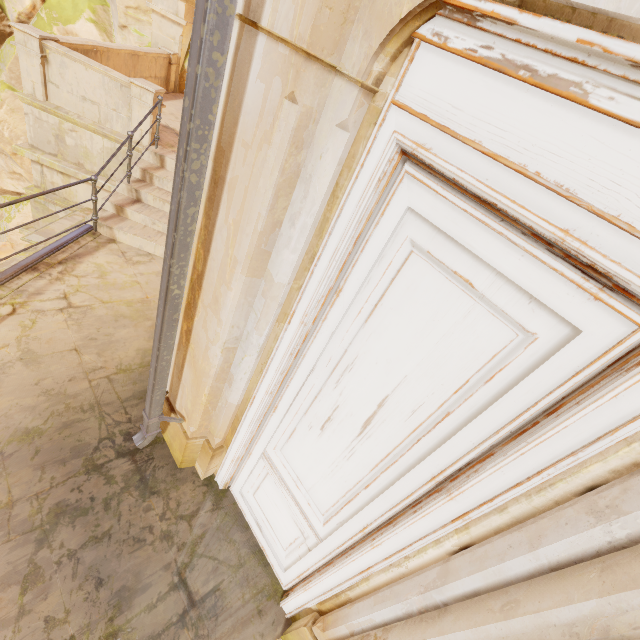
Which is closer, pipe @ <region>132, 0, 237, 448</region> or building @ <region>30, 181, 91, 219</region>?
pipe @ <region>132, 0, 237, 448</region>

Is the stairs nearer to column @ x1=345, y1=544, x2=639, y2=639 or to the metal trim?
the metal trim

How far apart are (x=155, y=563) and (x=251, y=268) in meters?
2.9 m

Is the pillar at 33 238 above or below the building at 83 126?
below

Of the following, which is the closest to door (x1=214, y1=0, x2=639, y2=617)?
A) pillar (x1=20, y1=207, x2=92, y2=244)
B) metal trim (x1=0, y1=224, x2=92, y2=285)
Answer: metal trim (x1=0, y1=224, x2=92, y2=285)

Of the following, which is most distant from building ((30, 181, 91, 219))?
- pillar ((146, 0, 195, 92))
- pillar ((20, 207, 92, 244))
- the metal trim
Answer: pillar ((146, 0, 195, 92))

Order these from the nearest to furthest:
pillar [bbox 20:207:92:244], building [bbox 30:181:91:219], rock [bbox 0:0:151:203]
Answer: pillar [bbox 20:207:92:244]
building [bbox 30:181:91:219]
rock [bbox 0:0:151:203]

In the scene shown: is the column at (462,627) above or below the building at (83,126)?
above
